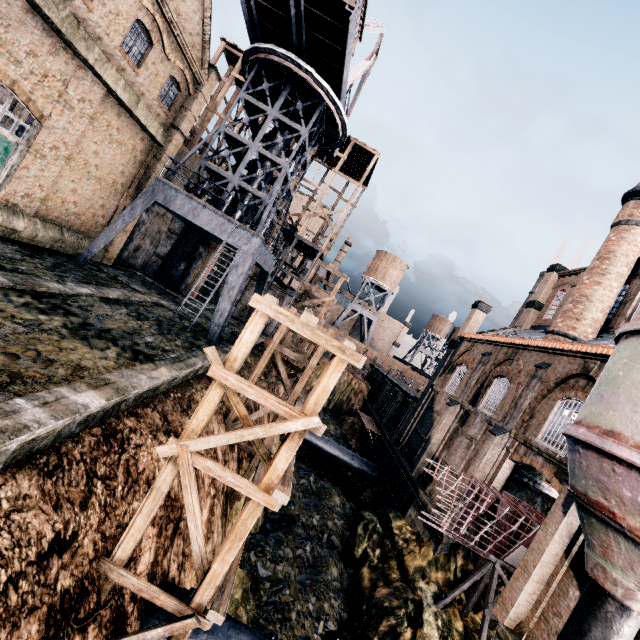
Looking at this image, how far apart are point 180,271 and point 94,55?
16.3 meters

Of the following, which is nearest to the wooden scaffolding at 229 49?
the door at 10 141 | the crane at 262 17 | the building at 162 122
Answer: the building at 162 122

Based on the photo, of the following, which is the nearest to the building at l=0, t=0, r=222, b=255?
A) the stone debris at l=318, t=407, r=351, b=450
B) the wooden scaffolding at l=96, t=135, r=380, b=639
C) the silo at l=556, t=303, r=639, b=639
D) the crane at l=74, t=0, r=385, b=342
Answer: the silo at l=556, t=303, r=639, b=639

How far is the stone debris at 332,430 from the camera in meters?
37.8 m

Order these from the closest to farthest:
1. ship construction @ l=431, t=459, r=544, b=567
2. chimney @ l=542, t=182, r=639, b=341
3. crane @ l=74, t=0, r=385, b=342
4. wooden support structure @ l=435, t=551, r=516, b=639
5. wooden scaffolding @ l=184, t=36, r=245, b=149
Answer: wooden support structure @ l=435, t=551, r=516, b=639
ship construction @ l=431, t=459, r=544, b=567
crane @ l=74, t=0, r=385, b=342
chimney @ l=542, t=182, r=639, b=341
wooden scaffolding @ l=184, t=36, r=245, b=149

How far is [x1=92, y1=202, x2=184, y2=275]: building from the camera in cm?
2277

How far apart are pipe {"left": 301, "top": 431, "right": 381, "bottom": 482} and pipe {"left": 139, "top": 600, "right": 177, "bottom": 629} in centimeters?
1844cm
